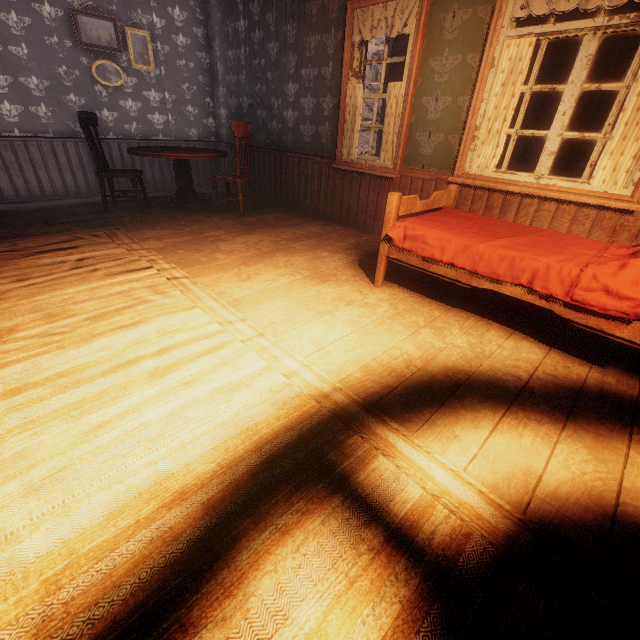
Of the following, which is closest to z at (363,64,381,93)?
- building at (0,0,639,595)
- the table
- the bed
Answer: building at (0,0,639,595)

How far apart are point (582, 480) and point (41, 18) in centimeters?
741cm

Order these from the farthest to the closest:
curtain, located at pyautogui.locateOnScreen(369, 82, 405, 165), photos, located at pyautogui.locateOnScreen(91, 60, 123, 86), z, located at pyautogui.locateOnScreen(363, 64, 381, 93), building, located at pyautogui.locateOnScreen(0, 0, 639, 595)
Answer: z, located at pyautogui.locateOnScreen(363, 64, 381, 93) < photos, located at pyautogui.locateOnScreen(91, 60, 123, 86) < curtain, located at pyautogui.locateOnScreen(369, 82, 405, 165) < building, located at pyautogui.locateOnScreen(0, 0, 639, 595)

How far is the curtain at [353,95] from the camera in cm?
395

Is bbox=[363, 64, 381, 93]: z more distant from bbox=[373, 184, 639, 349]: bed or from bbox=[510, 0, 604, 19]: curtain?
bbox=[510, 0, 604, 19]: curtain

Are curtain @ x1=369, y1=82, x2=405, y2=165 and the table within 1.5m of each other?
no

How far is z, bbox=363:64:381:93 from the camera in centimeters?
2258cm

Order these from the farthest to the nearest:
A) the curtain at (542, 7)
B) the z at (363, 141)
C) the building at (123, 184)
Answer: the z at (363, 141) → the building at (123, 184) → the curtain at (542, 7)
